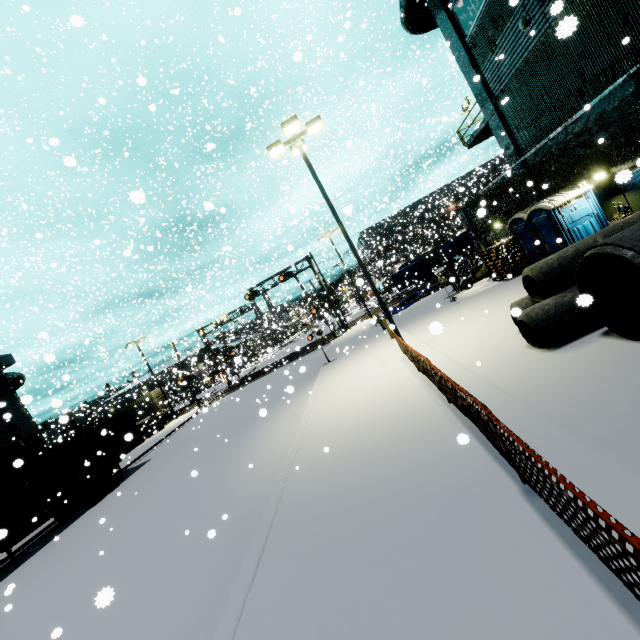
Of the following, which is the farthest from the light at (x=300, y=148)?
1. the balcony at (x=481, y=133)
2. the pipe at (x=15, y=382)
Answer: the pipe at (x=15, y=382)

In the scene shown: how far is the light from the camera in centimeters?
1197cm

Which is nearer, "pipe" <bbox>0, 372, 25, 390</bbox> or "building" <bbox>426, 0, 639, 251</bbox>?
"building" <bbox>426, 0, 639, 251</bbox>

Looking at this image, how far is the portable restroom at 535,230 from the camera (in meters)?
11.80

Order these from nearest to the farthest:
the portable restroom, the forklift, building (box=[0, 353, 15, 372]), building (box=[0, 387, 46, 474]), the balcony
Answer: the portable restroom, the balcony, building (box=[0, 387, 46, 474]), the forklift, building (box=[0, 353, 15, 372])

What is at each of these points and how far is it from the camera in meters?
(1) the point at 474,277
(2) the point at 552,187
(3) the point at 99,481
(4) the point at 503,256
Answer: (1) forklift, 20.8 m
(2) building, 14.1 m
(3) semi trailer, 17.7 m
(4) pallet, 16.8 m

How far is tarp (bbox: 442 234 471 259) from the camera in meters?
31.4 m

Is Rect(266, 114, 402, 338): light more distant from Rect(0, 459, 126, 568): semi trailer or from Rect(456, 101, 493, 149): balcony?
Rect(0, 459, 126, 568): semi trailer
